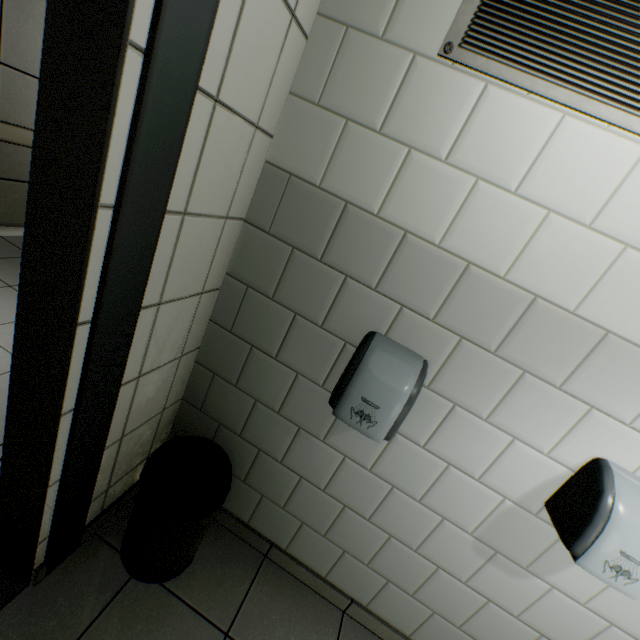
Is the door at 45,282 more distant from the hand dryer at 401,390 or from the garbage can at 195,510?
the hand dryer at 401,390

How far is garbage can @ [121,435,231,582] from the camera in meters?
1.3 m

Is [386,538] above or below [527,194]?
below

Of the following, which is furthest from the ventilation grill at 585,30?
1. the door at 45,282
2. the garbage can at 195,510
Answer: the garbage can at 195,510

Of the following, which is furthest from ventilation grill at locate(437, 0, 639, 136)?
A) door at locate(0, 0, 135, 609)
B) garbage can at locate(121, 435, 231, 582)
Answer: garbage can at locate(121, 435, 231, 582)

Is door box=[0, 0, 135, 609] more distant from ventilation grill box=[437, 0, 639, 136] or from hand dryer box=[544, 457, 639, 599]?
hand dryer box=[544, 457, 639, 599]

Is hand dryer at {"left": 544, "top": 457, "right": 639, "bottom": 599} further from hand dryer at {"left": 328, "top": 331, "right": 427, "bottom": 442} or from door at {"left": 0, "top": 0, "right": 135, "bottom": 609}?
door at {"left": 0, "top": 0, "right": 135, "bottom": 609}
